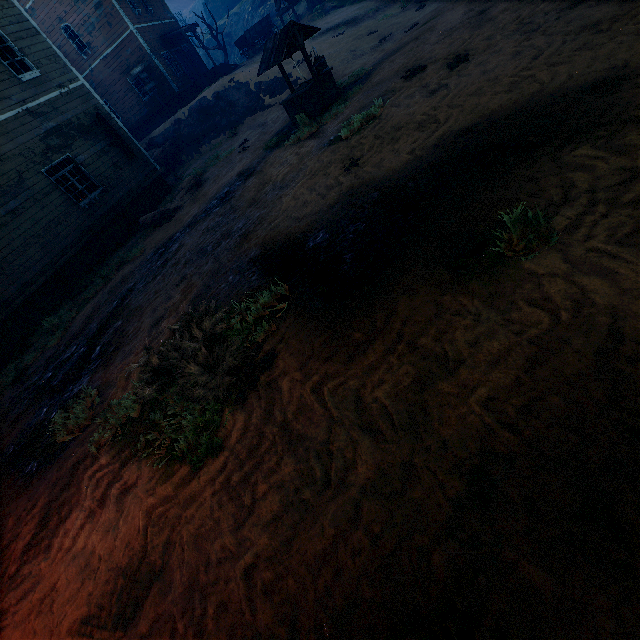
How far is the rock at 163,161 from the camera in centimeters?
2006cm

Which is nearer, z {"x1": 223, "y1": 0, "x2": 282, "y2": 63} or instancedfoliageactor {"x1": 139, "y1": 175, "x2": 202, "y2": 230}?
instancedfoliageactor {"x1": 139, "y1": 175, "x2": 202, "y2": 230}

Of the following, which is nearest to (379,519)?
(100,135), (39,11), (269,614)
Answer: (269,614)

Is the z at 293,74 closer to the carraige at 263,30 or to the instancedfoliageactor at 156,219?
the instancedfoliageactor at 156,219

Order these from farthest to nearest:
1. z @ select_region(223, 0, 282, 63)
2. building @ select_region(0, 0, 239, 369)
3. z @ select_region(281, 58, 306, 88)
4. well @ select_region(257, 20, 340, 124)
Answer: z @ select_region(223, 0, 282, 63)
z @ select_region(281, 58, 306, 88)
building @ select_region(0, 0, 239, 369)
well @ select_region(257, 20, 340, 124)

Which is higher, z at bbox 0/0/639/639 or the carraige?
the carraige

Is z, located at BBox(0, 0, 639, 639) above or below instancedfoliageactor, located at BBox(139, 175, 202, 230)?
below

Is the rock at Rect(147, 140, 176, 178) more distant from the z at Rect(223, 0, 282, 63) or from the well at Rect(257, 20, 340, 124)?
the well at Rect(257, 20, 340, 124)
